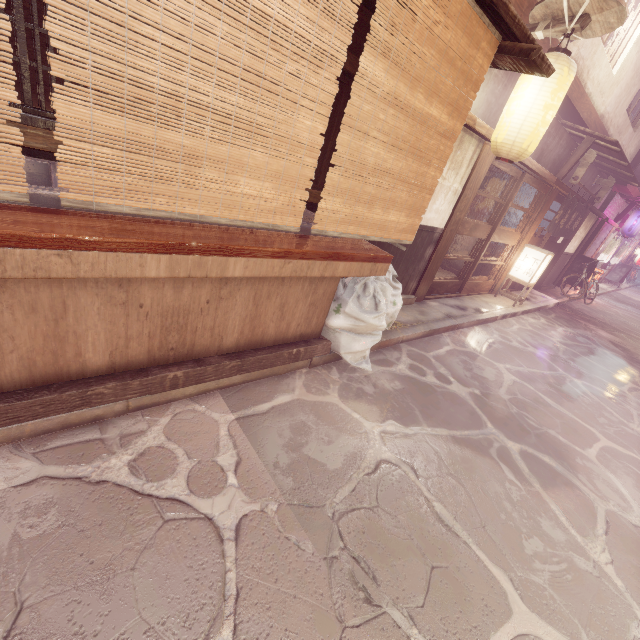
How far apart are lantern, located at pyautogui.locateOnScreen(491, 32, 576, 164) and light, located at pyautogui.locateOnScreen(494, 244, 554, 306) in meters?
7.8

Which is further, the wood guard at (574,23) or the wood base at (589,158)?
the wood base at (589,158)

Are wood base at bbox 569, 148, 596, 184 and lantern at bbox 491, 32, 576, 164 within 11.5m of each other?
yes

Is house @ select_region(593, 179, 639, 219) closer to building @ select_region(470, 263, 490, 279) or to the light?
building @ select_region(470, 263, 490, 279)

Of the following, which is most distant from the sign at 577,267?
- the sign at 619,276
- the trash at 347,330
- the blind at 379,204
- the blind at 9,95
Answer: the blind at 9,95

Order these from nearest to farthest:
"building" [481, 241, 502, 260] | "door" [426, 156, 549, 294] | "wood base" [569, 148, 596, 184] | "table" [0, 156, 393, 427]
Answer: "table" [0, 156, 393, 427] → "door" [426, 156, 549, 294] → "wood base" [569, 148, 596, 184] → "building" [481, 241, 502, 260]

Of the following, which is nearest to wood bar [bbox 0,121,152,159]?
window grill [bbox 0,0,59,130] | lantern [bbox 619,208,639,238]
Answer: window grill [bbox 0,0,59,130]

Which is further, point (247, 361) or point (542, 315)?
point (542, 315)
